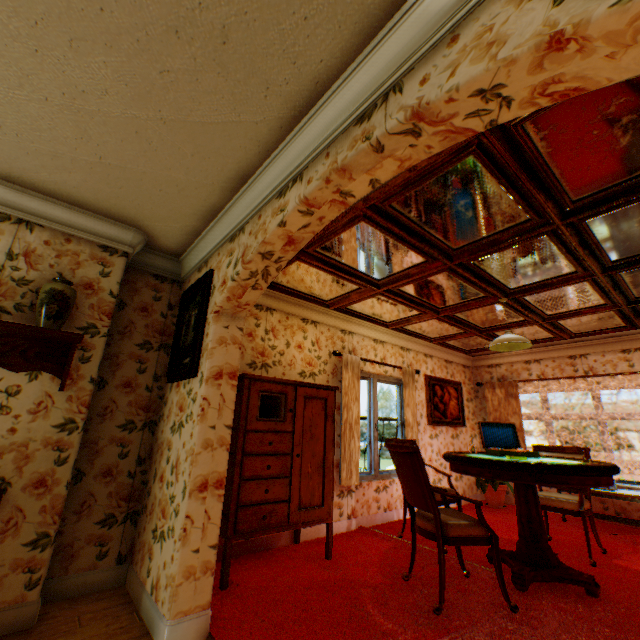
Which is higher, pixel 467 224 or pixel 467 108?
pixel 467 224

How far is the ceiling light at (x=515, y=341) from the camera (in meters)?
3.95

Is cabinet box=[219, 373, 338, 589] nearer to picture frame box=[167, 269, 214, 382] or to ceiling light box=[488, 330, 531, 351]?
picture frame box=[167, 269, 214, 382]

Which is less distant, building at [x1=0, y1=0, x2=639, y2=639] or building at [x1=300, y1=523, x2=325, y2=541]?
building at [x1=0, y1=0, x2=639, y2=639]

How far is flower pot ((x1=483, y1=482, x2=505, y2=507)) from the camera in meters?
6.2

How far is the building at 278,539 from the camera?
3.54m

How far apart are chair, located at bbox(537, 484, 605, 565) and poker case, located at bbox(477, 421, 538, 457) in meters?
0.8

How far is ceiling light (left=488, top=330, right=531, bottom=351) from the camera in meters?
3.9 m
